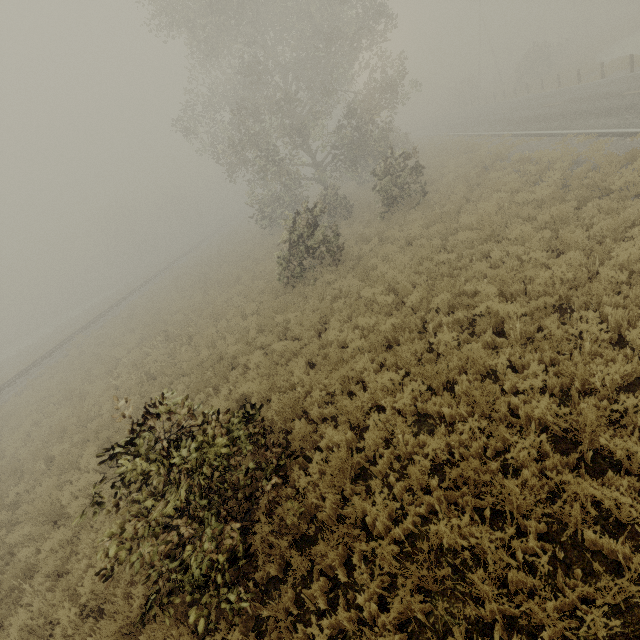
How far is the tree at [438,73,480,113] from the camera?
49.47m

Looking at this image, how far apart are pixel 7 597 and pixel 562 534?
10.2m

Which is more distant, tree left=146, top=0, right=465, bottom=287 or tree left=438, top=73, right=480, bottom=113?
tree left=438, top=73, right=480, bottom=113

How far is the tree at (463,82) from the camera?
49.5m

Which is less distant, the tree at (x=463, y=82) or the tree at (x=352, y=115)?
the tree at (x=352, y=115)
